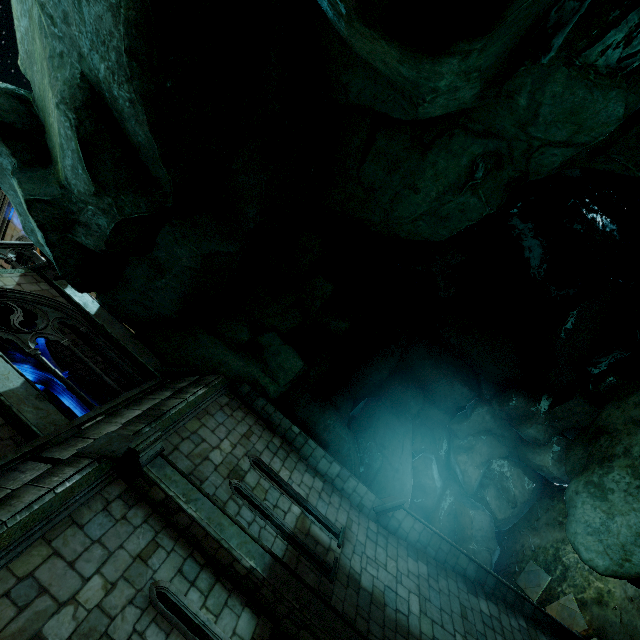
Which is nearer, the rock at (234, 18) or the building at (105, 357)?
the rock at (234, 18)

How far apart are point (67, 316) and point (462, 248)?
16.18m

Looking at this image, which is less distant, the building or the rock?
the rock
